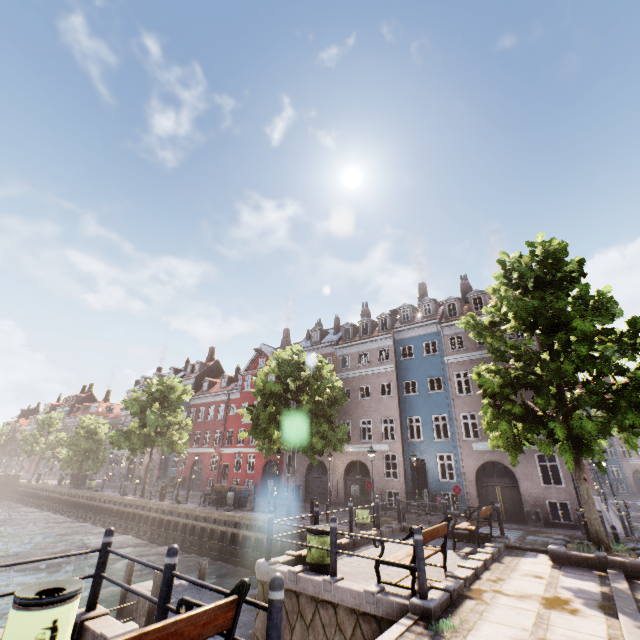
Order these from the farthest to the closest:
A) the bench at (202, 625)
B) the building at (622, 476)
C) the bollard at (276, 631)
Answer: the building at (622, 476) → the bollard at (276, 631) → the bench at (202, 625)

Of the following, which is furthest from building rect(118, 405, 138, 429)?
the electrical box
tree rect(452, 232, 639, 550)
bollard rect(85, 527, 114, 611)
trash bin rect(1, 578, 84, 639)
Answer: trash bin rect(1, 578, 84, 639)

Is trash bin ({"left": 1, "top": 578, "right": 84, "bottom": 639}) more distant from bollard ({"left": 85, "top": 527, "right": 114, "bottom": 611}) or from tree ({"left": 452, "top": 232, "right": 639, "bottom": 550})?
tree ({"left": 452, "top": 232, "right": 639, "bottom": 550})

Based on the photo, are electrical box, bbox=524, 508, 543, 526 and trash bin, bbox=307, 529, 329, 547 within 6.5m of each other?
no

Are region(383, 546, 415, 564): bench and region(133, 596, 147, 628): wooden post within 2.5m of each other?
no

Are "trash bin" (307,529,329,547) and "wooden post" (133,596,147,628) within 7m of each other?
yes

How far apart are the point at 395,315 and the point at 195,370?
30.6m

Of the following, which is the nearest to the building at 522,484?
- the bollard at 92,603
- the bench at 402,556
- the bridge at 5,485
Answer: the bridge at 5,485
